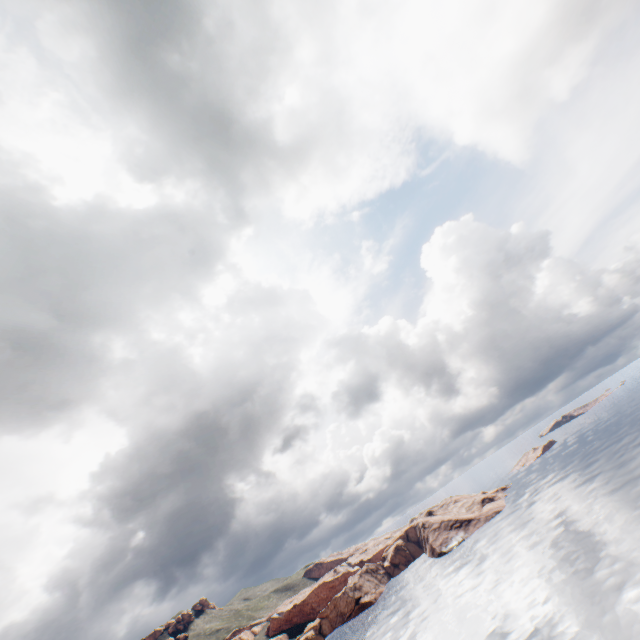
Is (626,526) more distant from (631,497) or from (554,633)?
(554,633)
